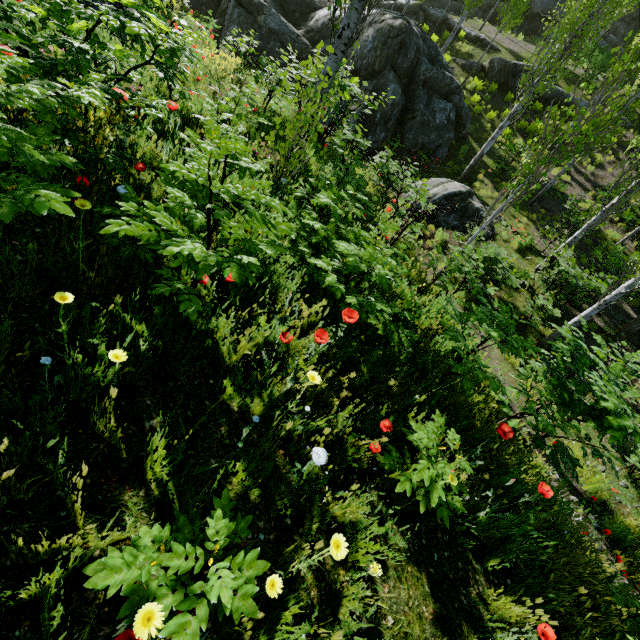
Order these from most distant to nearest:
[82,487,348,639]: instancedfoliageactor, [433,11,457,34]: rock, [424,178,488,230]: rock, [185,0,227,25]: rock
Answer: [433,11,457,34]: rock < [185,0,227,25]: rock < [424,178,488,230]: rock < [82,487,348,639]: instancedfoliageactor

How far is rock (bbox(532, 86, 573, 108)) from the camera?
18.4m

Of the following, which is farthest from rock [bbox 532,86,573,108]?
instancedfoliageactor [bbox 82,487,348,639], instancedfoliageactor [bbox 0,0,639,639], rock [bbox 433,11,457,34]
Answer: instancedfoliageactor [bbox 82,487,348,639]

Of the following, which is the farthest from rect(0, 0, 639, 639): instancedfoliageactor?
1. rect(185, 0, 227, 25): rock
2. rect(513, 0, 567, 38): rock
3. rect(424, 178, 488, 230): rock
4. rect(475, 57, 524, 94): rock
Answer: rect(513, 0, 567, 38): rock

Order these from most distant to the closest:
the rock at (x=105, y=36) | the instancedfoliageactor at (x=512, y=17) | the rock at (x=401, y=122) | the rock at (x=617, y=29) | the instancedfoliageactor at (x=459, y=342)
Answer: the rock at (x=617, y=29) → the instancedfoliageactor at (x=512, y=17) → the rock at (x=401, y=122) → the rock at (x=105, y=36) → the instancedfoliageactor at (x=459, y=342)

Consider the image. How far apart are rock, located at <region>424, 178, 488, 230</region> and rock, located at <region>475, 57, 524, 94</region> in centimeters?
1195cm

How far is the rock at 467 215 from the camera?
12.2m

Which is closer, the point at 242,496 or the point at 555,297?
the point at 242,496
